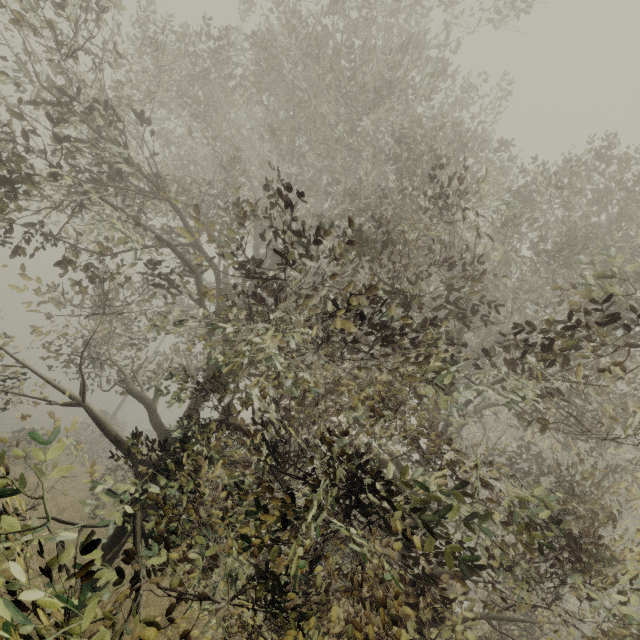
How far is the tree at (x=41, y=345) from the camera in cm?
479

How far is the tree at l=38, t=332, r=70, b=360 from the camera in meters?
4.8 m

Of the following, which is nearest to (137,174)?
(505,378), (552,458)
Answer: (505,378)

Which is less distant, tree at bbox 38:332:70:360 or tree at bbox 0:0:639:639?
tree at bbox 0:0:639:639

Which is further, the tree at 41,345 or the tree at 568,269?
the tree at 41,345
